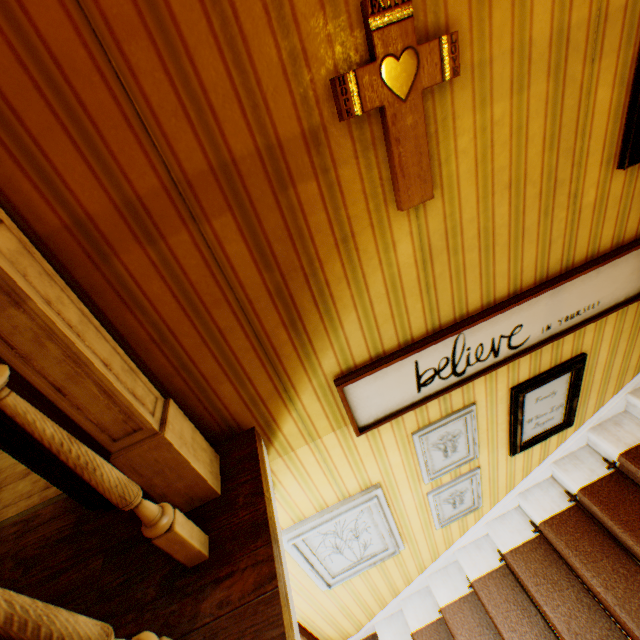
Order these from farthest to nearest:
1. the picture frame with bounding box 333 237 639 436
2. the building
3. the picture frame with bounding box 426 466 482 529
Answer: the picture frame with bounding box 426 466 482 529 < the picture frame with bounding box 333 237 639 436 < the building

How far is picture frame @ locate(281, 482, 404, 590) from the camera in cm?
210

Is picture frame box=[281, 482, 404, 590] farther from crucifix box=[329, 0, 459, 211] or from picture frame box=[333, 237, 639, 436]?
crucifix box=[329, 0, 459, 211]

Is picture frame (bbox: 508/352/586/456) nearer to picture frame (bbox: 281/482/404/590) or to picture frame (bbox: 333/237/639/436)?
picture frame (bbox: 333/237/639/436)

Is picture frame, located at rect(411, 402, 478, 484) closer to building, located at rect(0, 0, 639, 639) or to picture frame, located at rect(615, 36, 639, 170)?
building, located at rect(0, 0, 639, 639)

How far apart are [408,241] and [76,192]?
1.2m

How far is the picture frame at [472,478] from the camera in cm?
240

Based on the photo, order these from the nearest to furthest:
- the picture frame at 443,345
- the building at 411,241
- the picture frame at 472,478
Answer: the building at 411,241
the picture frame at 443,345
the picture frame at 472,478
